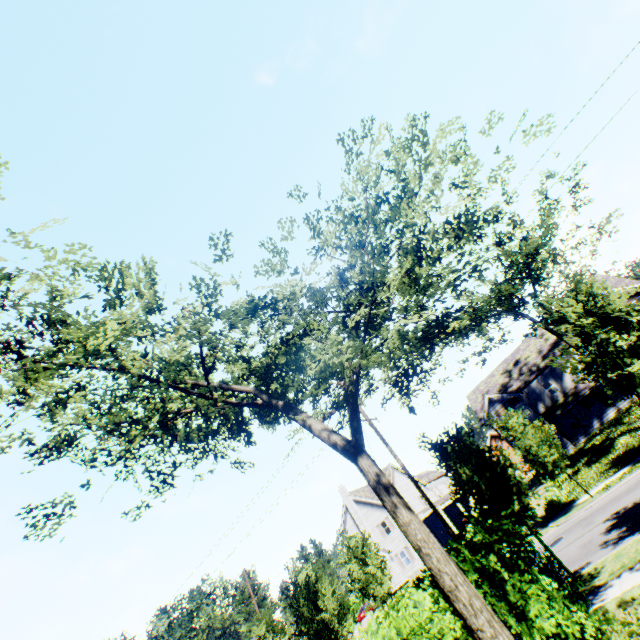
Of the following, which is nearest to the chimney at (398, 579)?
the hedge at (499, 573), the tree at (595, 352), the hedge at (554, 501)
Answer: the tree at (595, 352)

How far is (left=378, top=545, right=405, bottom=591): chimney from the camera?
36.88m

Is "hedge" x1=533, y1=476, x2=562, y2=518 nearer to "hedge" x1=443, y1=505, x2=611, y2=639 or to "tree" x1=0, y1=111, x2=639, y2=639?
"tree" x1=0, y1=111, x2=639, y2=639

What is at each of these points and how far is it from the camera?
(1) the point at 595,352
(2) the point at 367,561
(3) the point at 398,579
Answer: (1) tree, 10.4m
(2) tree, 26.7m
(3) chimney, 36.9m

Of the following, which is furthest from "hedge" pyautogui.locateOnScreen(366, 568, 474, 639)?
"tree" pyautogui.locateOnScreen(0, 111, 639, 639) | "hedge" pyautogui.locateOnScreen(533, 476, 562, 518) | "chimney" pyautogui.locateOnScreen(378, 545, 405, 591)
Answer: "chimney" pyautogui.locateOnScreen(378, 545, 405, 591)

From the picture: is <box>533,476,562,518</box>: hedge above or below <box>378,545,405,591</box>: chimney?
below

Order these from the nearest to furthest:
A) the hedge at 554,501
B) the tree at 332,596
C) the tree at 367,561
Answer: the tree at 332,596 → the hedge at 554,501 → the tree at 367,561
